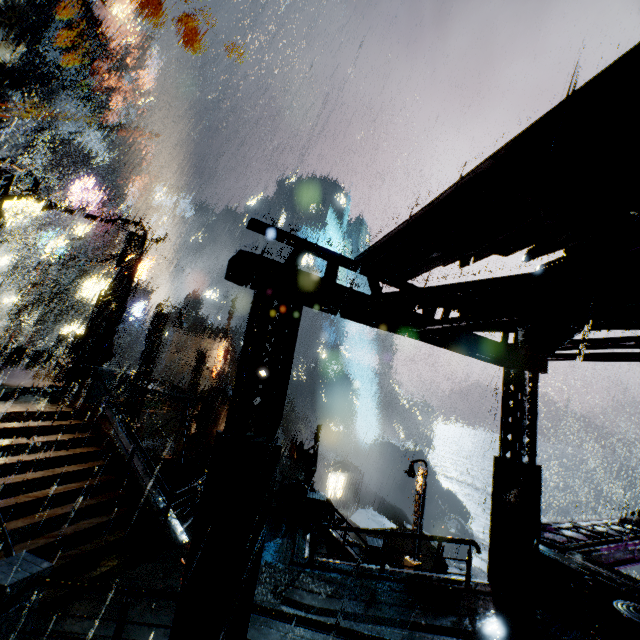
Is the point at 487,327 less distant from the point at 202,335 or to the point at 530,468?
the point at 530,468

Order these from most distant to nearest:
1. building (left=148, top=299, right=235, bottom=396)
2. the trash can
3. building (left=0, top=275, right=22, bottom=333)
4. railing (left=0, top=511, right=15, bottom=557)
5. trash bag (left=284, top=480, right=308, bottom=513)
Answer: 1. building (left=0, top=275, right=22, bottom=333)
2. building (left=148, top=299, right=235, bottom=396)
3. trash bag (left=284, top=480, right=308, bottom=513)
4. railing (left=0, top=511, right=15, bottom=557)
5. the trash can

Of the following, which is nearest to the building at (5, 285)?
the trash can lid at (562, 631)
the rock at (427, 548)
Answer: the trash can lid at (562, 631)

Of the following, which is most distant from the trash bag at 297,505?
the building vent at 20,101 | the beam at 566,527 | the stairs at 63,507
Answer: the building vent at 20,101

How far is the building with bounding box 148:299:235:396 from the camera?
30.4m

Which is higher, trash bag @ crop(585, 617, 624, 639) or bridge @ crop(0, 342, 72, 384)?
bridge @ crop(0, 342, 72, 384)

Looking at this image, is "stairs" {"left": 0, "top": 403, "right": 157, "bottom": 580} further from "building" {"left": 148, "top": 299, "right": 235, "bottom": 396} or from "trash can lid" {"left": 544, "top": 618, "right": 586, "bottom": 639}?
"trash can lid" {"left": 544, "top": 618, "right": 586, "bottom": 639}

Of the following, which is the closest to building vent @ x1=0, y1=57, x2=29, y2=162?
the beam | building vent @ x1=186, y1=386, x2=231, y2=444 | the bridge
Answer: the bridge
